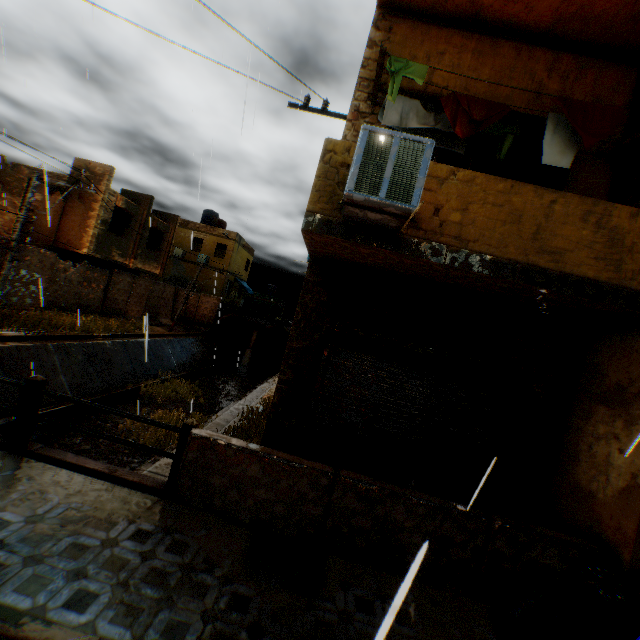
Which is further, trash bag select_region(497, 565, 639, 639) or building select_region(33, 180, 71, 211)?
building select_region(33, 180, 71, 211)

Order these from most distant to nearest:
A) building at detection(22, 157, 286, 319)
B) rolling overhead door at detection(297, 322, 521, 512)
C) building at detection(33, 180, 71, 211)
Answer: building at detection(22, 157, 286, 319), building at detection(33, 180, 71, 211), rolling overhead door at detection(297, 322, 521, 512)

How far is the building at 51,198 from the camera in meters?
15.6

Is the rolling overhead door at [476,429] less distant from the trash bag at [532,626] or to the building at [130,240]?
the building at [130,240]

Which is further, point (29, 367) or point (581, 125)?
point (29, 367)

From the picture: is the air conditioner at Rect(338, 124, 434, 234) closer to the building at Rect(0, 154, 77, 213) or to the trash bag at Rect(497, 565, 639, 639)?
the building at Rect(0, 154, 77, 213)

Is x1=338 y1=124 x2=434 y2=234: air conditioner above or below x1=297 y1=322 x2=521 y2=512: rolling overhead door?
→ above

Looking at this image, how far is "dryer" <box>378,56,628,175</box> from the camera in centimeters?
455cm
